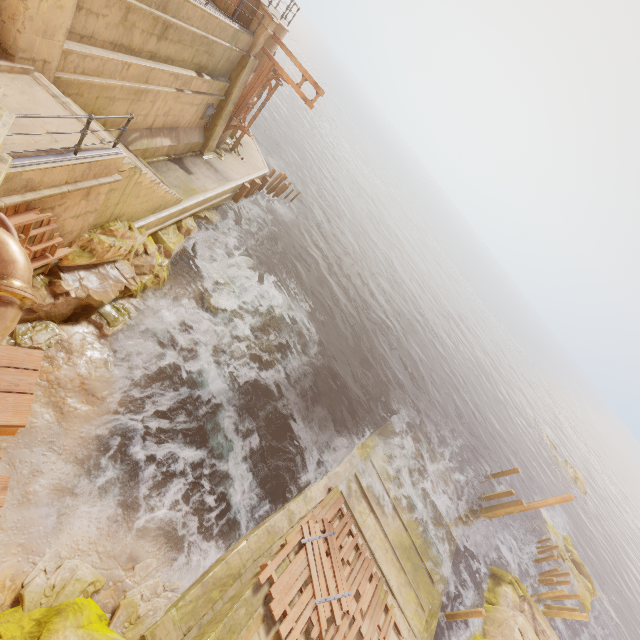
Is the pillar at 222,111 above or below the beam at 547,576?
above

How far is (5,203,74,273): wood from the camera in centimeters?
619cm

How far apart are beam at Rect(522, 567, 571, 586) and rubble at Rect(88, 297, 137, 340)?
29.0 meters

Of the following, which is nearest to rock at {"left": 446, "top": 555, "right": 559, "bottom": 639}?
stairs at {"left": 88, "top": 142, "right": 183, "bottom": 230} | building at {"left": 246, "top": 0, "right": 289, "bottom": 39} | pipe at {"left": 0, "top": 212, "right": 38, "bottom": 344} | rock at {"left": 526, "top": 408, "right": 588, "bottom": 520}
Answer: pipe at {"left": 0, "top": 212, "right": 38, "bottom": 344}

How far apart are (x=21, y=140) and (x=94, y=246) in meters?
3.9

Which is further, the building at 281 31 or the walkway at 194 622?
the building at 281 31

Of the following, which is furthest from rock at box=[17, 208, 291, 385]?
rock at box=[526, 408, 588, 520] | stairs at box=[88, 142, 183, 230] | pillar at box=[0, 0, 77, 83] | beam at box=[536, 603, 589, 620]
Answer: rock at box=[526, 408, 588, 520]

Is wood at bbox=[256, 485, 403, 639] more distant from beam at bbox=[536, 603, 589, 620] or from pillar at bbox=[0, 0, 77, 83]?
beam at bbox=[536, 603, 589, 620]
